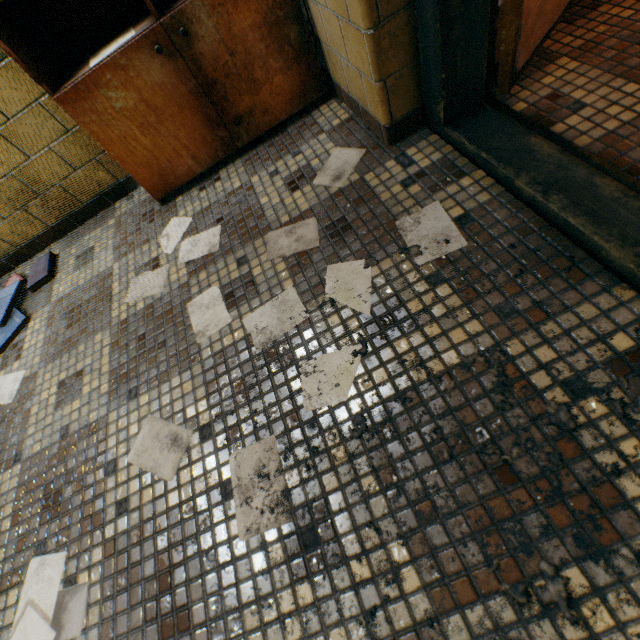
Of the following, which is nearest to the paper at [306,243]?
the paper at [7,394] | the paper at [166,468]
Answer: the paper at [166,468]

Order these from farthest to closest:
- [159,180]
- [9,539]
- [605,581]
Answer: [159,180], [9,539], [605,581]

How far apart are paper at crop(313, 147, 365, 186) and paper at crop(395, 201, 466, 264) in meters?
0.4

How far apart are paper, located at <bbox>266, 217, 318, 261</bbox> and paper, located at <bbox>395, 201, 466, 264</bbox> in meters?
0.3 m

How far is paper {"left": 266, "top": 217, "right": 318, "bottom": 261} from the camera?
1.16m

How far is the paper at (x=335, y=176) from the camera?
1.3 meters

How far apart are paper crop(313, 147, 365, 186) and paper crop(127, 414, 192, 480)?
1.0m

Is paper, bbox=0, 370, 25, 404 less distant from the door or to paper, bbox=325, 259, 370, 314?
paper, bbox=325, 259, 370, 314
